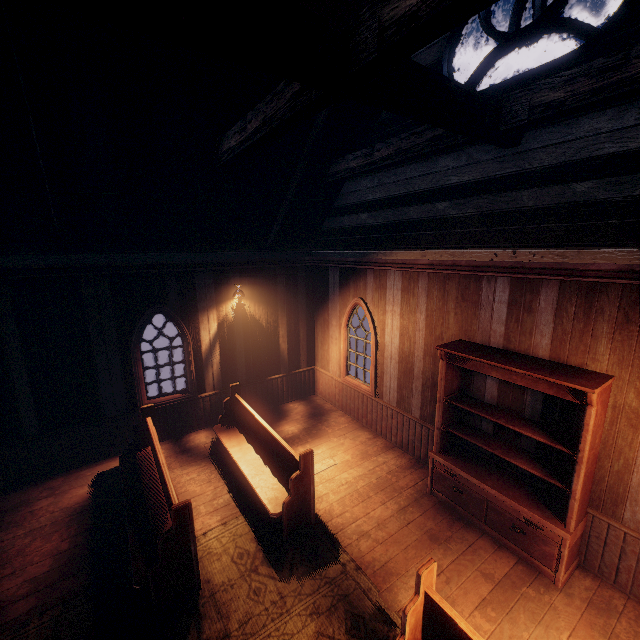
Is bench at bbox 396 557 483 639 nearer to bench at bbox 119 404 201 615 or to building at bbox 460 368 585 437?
building at bbox 460 368 585 437

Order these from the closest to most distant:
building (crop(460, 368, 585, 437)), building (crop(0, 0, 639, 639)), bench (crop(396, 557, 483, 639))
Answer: bench (crop(396, 557, 483, 639)), building (crop(0, 0, 639, 639)), building (crop(460, 368, 585, 437))

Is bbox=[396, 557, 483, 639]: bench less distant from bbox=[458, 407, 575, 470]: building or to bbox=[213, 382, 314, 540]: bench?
bbox=[458, 407, 575, 470]: building

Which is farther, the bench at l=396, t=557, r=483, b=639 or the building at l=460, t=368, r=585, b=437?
the building at l=460, t=368, r=585, b=437

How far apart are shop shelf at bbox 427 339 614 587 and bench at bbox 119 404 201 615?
3.77m

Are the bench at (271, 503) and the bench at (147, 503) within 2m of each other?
yes

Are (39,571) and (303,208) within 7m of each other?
no

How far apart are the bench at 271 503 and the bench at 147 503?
1.0 meters
